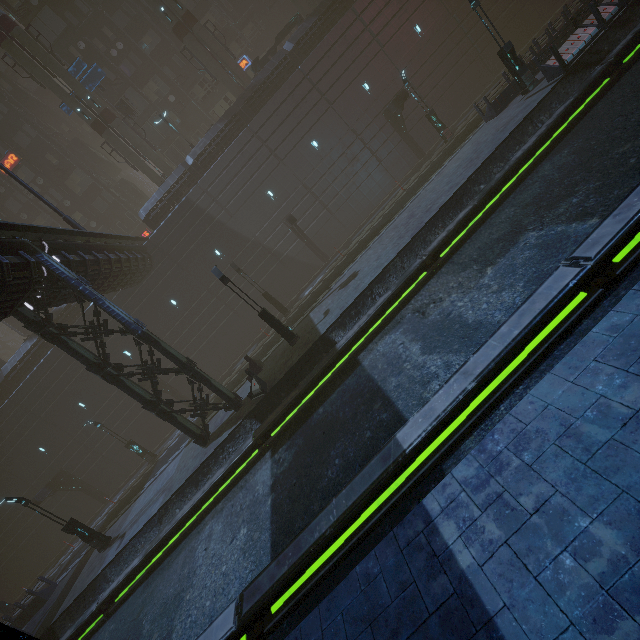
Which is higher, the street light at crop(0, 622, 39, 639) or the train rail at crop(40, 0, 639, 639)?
the street light at crop(0, 622, 39, 639)

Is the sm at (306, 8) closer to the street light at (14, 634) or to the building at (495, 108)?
the building at (495, 108)

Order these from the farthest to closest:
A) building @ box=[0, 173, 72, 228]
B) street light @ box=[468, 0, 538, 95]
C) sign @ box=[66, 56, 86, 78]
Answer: building @ box=[0, 173, 72, 228], sign @ box=[66, 56, 86, 78], street light @ box=[468, 0, 538, 95]

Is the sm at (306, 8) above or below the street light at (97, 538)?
above

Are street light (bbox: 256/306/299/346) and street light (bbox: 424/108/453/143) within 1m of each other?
no

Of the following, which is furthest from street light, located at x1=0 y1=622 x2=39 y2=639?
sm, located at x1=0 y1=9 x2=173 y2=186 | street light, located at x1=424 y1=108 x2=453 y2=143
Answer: sm, located at x1=0 y1=9 x2=173 y2=186

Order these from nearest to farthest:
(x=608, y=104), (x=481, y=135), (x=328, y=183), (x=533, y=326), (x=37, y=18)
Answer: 1. (x=533, y=326)
2. (x=608, y=104)
3. (x=481, y=135)
4. (x=328, y=183)
5. (x=37, y=18)

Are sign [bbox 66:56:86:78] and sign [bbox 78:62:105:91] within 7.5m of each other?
yes
